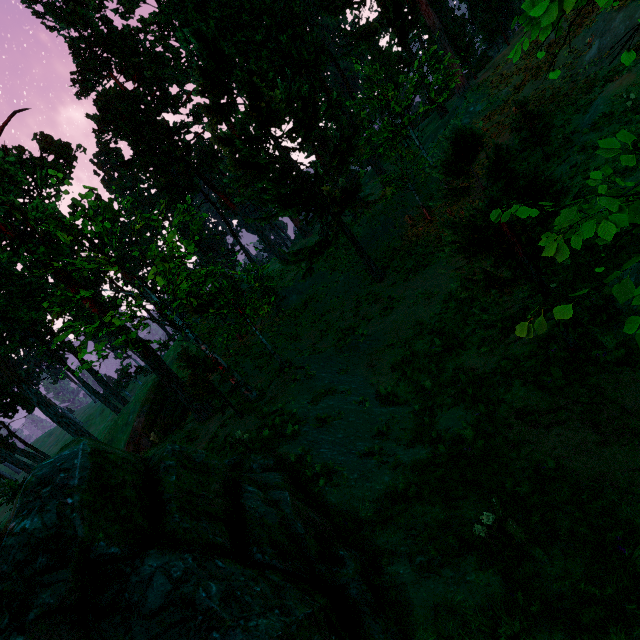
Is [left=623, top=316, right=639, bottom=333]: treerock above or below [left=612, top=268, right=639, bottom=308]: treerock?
below

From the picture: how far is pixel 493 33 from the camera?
40.50m

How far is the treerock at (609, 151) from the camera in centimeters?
229cm

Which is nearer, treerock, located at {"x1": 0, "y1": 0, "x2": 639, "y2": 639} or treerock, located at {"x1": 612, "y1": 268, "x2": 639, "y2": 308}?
treerock, located at {"x1": 612, "y1": 268, "x2": 639, "y2": 308}

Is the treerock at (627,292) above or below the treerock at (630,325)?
above

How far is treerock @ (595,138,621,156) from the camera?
2.3 meters
